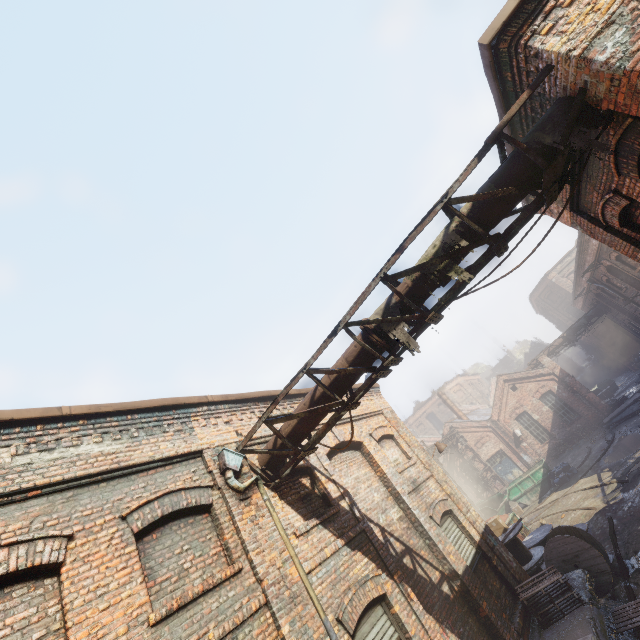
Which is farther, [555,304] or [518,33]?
[555,304]

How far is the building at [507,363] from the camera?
55.8m

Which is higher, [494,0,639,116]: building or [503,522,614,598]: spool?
[494,0,639,116]: building

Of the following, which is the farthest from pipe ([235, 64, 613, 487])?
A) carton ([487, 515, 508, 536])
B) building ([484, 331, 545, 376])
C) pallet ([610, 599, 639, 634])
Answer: building ([484, 331, 545, 376])

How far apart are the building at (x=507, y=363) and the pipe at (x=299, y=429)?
59.8 meters

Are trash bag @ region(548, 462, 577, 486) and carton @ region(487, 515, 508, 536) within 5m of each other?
no

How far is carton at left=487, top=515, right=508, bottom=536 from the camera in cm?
1191

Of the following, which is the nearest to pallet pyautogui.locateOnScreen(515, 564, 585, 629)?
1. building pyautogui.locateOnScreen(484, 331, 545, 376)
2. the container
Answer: the container
